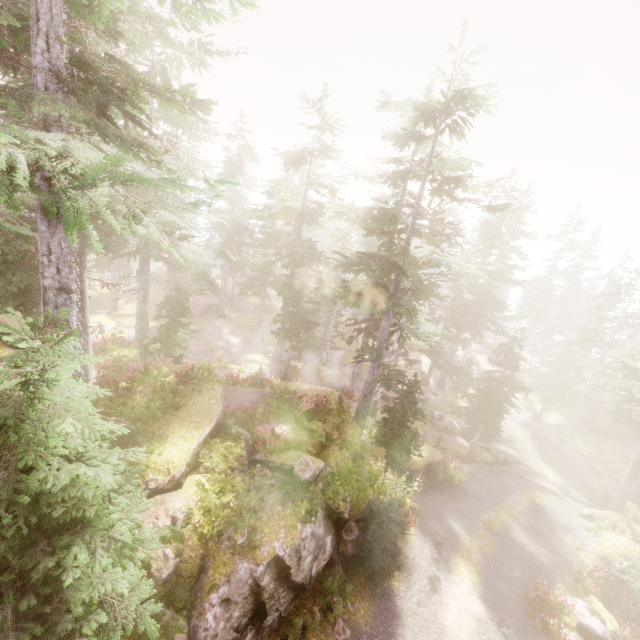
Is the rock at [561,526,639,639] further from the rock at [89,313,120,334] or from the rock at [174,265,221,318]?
the rock at [174,265,221,318]

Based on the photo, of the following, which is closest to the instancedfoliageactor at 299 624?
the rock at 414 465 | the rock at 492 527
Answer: the rock at 414 465

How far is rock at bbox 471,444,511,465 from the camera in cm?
2730

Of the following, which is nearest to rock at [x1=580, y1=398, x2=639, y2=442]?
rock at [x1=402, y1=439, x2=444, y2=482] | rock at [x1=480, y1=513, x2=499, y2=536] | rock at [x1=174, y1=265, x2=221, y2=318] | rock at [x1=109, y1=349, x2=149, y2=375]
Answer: rock at [x1=109, y1=349, x2=149, y2=375]

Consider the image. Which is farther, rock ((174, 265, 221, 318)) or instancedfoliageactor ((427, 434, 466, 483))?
rock ((174, 265, 221, 318))

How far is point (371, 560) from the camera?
12.9m

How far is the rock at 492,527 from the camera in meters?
19.2 m
